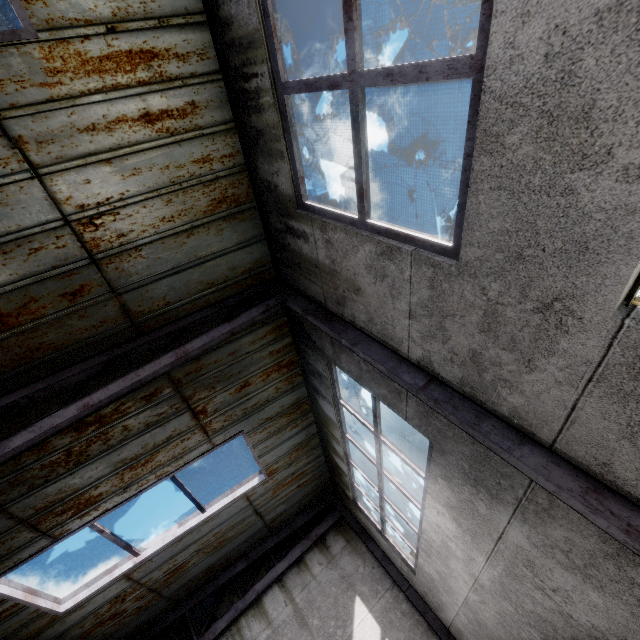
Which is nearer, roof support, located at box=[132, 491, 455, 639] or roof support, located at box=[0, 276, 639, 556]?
roof support, located at box=[0, 276, 639, 556]

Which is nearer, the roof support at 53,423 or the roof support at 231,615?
the roof support at 53,423

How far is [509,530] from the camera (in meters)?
3.42
